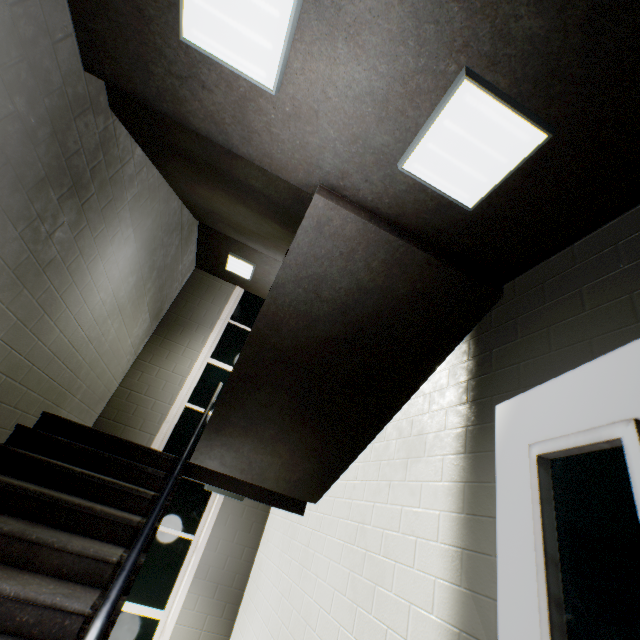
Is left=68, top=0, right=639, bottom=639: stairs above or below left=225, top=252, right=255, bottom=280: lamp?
below

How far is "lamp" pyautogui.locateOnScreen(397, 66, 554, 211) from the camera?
1.4m

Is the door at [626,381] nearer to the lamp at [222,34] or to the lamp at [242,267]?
the lamp at [222,34]

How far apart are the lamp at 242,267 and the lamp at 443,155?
4.35m

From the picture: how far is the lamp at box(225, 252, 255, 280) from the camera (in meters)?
5.77

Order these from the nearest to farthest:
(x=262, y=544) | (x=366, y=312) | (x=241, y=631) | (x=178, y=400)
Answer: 1. (x=366, y=312)
2. (x=241, y=631)
3. (x=262, y=544)
4. (x=178, y=400)

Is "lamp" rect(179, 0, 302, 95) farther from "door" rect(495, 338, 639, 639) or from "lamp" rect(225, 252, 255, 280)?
"lamp" rect(225, 252, 255, 280)

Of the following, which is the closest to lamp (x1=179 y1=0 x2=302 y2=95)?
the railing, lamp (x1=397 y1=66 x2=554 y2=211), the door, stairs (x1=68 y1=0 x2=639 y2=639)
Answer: stairs (x1=68 y1=0 x2=639 y2=639)
